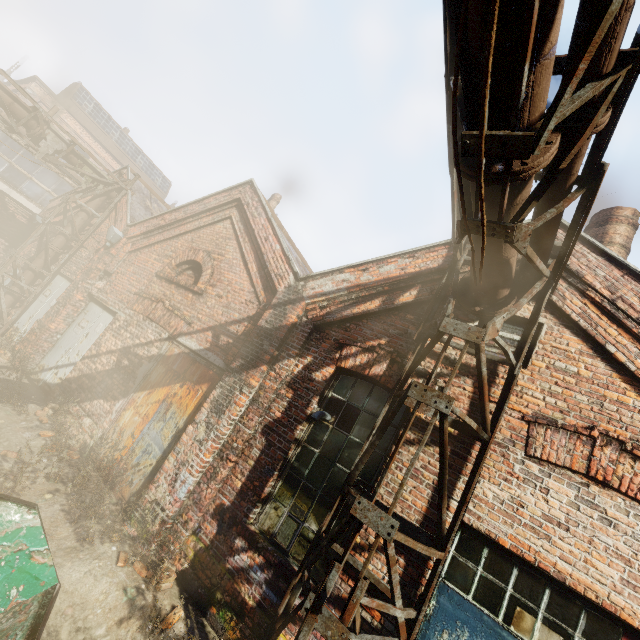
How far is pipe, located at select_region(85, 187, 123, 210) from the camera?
10.8 meters

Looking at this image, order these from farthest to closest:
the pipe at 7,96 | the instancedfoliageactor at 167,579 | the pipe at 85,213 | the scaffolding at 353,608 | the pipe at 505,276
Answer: the pipe at 85,213, the pipe at 7,96, the instancedfoliageactor at 167,579, the scaffolding at 353,608, the pipe at 505,276

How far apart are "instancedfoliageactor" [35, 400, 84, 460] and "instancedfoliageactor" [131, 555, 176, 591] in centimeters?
281cm

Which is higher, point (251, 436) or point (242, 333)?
point (242, 333)

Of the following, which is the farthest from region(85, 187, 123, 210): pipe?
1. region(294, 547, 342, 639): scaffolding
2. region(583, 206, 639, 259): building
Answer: region(583, 206, 639, 259): building

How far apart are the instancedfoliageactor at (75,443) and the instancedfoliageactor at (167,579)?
2.81m

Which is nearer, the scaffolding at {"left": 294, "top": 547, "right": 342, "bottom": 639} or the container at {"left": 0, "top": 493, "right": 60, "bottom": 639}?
the container at {"left": 0, "top": 493, "right": 60, "bottom": 639}

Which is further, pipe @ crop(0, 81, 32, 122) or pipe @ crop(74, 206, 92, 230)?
pipe @ crop(74, 206, 92, 230)
